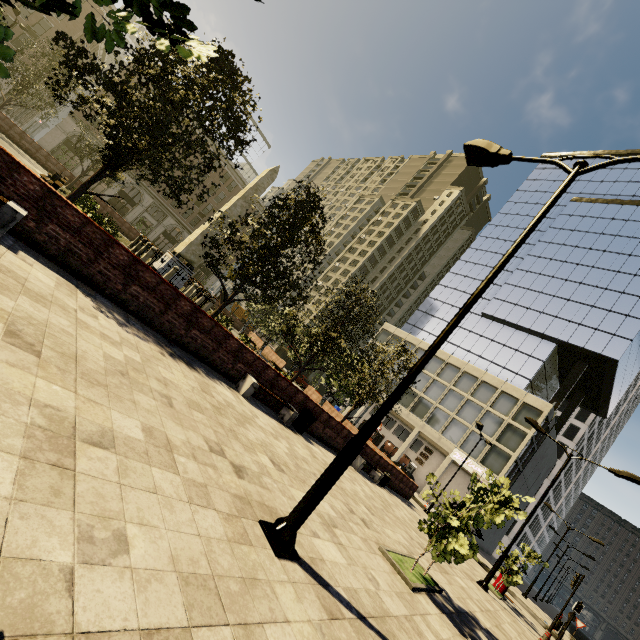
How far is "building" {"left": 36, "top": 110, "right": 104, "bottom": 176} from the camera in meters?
41.5 m

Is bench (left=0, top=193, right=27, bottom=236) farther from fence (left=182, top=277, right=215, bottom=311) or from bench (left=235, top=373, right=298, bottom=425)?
fence (left=182, top=277, right=215, bottom=311)

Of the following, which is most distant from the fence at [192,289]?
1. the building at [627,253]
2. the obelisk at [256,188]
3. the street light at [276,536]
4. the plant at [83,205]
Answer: the building at [627,253]

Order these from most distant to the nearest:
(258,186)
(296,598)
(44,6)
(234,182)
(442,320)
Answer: (234,182), (442,320), (258,186), (296,598), (44,6)

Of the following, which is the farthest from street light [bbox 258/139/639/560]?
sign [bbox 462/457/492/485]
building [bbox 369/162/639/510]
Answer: sign [bbox 462/457/492/485]

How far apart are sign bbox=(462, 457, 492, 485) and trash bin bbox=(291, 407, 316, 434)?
30.2m

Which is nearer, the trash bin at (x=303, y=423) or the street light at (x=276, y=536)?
the street light at (x=276, y=536)

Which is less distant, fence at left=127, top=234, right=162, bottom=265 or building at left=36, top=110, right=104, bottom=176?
fence at left=127, top=234, right=162, bottom=265
